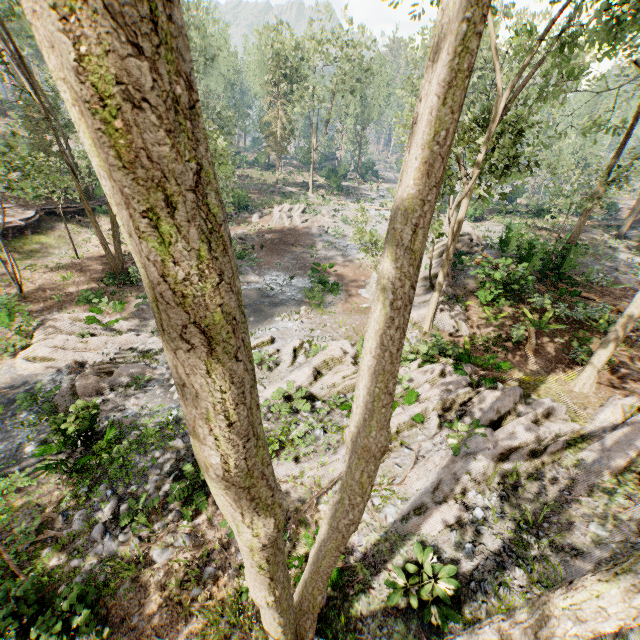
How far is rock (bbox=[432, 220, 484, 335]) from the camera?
14.9 meters

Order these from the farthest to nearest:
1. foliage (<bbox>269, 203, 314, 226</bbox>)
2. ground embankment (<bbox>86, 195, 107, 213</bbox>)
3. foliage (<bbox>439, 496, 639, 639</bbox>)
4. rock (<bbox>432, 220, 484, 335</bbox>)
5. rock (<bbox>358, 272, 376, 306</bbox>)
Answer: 1. foliage (<bbox>269, 203, 314, 226</bbox>)
2. ground embankment (<bbox>86, 195, 107, 213</bbox>)
3. rock (<bbox>358, 272, 376, 306</bbox>)
4. rock (<bbox>432, 220, 484, 335</bbox>)
5. foliage (<bbox>439, 496, 639, 639</bbox>)

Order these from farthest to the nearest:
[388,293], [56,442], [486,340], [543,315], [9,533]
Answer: [543,315]
[486,340]
[56,442]
[9,533]
[388,293]

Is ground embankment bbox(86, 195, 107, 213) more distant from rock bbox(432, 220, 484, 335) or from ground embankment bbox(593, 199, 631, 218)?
ground embankment bbox(593, 199, 631, 218)

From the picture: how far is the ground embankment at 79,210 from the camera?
26.4m

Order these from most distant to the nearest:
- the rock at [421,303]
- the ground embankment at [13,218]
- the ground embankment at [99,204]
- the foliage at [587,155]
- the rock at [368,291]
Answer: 1. the ground embankment at [99,204]
2. the ground embankment at [13,218]
3. the rock at [368,291]
4. the rock at [421,303]
5. the foliage at [587,155]

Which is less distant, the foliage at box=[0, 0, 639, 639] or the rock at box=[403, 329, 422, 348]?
the foliage at box=[0, 0, 639, 639]
